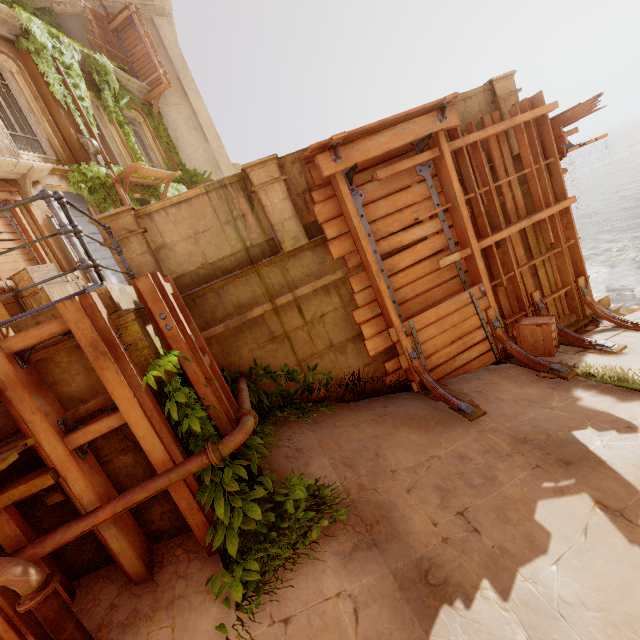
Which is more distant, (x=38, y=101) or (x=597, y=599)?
(x=38, y=101)

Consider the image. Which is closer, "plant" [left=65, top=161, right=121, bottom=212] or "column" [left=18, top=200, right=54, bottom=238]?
"column" [left=18, top=200, right=54, bottom=238]

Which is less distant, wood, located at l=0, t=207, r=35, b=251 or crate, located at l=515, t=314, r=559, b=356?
crate, located at l=515, t=314, r=559, b=356

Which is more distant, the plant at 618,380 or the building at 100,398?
the plant at 618,380

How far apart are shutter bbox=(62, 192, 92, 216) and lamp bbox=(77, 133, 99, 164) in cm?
113

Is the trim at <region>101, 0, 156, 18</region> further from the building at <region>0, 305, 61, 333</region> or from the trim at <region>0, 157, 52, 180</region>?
the trim at <region>0, 157, 52, 180</region>

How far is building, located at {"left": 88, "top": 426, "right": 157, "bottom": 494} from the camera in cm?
325

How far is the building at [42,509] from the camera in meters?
3.1
